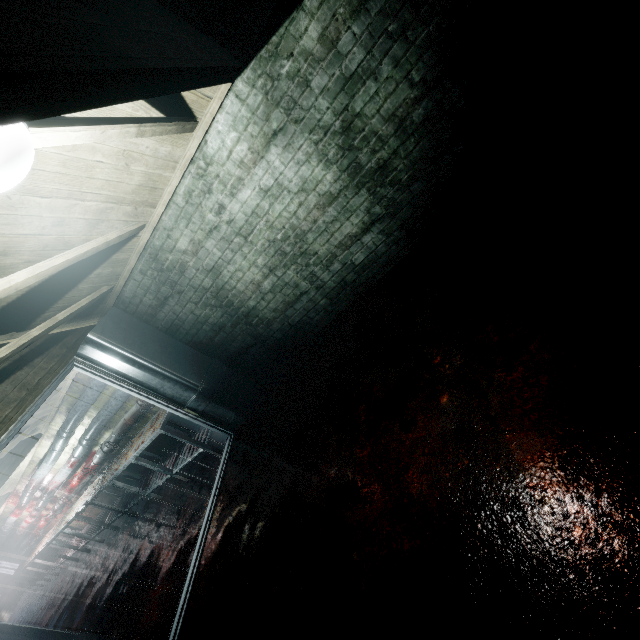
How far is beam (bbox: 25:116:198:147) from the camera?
1.4m

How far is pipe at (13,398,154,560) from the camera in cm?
469

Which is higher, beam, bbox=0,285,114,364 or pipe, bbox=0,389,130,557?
beam, bbox=0,285,114,364

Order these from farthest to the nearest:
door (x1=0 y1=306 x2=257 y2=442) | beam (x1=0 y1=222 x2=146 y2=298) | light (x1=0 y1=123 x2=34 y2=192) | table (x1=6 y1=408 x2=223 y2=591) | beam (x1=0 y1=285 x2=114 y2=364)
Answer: table (x1=6 y1=408 x2=223 y2=591) < door (x1=0 y1=306 x2=257 y2=442) < beam (x1=0 y1=285 x2=114 y2=364) < beam (x1=0 y1=222 x2=146 y2=298) < light (x1=0 y1=123 x2=34 y2=192)

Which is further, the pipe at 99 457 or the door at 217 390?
the pipe at 99 457

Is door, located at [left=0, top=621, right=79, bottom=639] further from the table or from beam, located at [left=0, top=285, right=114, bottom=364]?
beam, located at [left=0, top=285, right=114, bottom=364]

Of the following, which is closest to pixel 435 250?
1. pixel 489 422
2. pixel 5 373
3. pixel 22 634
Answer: Result: pixel 489 422

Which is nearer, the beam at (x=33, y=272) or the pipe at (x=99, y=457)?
the beam at (x=33, y=272)
